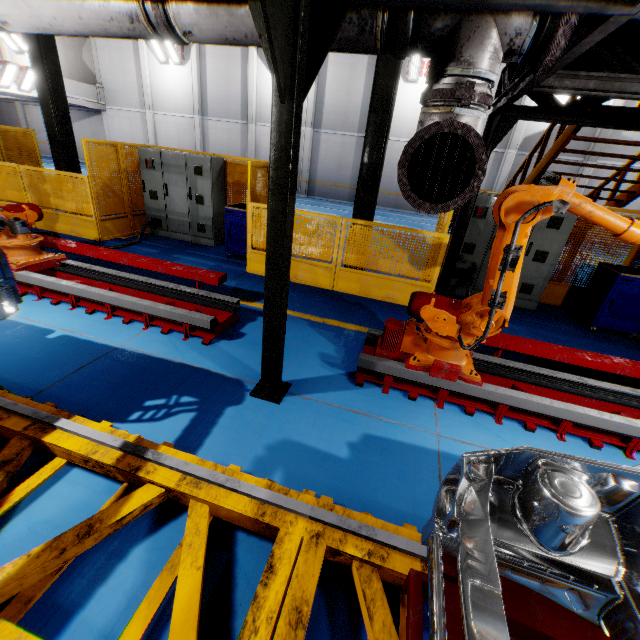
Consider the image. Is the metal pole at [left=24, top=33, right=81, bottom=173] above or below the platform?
above

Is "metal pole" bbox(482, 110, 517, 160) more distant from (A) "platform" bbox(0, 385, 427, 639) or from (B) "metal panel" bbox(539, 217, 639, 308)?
(A) "platform" bbox(0, 385, 427, 639)

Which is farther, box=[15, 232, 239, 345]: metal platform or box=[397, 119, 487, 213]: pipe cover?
box=[15, 232, 239, 345]: metal platform

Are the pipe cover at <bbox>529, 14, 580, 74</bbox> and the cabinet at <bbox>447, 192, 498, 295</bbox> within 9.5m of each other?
yes

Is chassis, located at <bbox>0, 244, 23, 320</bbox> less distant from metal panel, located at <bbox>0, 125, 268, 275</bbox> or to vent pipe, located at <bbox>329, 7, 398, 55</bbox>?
vent pipe, located at <bbox>329, 7, 398, 55</bbox>

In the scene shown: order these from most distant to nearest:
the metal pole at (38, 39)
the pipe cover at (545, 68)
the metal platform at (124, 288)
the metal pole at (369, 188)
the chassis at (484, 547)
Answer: the metal pole at (38, 39) < the metal pole at (369, 188) < the metal platform at (124, 288) < the pipe cover at (545, 68) < the chassis at (484, 547)

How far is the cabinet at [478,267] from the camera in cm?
657

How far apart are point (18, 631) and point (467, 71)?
4.1m
